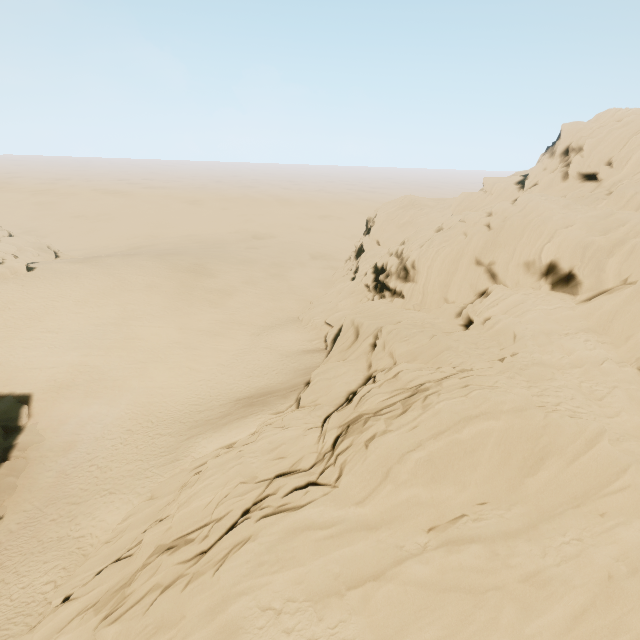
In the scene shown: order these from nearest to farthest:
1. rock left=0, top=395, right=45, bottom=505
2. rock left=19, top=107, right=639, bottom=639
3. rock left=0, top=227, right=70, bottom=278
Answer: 1. rock left=19, top=107, right=639, bottom=639
2. rock left=0, top=395, right=45, bottom=505
3. rock left=0, top=227, right=70, bottom=278

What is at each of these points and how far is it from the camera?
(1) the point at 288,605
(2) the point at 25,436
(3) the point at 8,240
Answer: (1) rock, 10.35m
(2) rock, 24.28m
(3) rock, 53.69m

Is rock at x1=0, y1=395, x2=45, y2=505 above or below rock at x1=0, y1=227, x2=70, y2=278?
below

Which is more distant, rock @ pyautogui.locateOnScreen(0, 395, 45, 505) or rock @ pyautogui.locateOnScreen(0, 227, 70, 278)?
rock @ pyautogui.locateOnScreen(0, 227, 70, 278)

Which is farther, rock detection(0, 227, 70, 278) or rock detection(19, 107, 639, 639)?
rock detection(0, 227, 70, 278)

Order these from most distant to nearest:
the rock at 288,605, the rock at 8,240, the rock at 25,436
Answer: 1. the rock at 8,240
2. the rock at 25,436
3. the rock at 288,605

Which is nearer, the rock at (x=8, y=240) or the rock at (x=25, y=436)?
the rock at (x=25, y=436)
